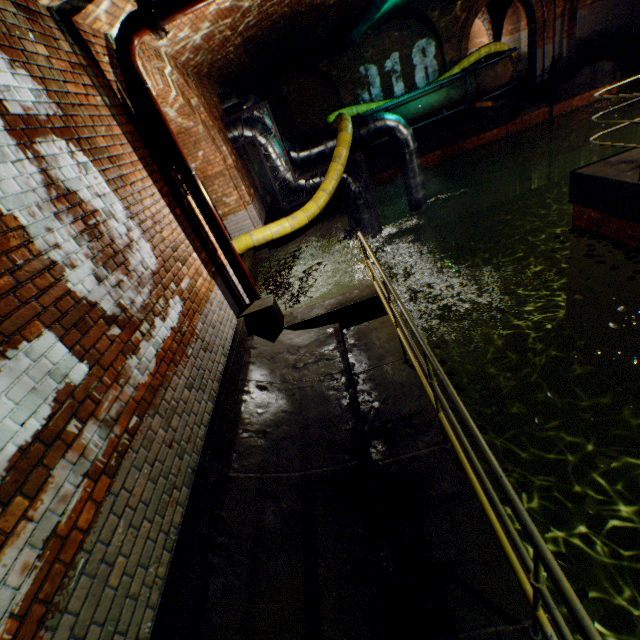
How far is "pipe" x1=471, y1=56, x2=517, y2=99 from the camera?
12.2m

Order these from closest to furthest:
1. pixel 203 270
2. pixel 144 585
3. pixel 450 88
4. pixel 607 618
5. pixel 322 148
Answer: pixel 144 585 → pixel 203 270 → pixel 607 618 → pixel 322 148 → pixel 450 88

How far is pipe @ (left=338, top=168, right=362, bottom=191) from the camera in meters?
9.6

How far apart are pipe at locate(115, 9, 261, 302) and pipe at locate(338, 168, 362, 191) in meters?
5.3 m

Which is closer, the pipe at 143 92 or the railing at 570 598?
the railing at 570 598

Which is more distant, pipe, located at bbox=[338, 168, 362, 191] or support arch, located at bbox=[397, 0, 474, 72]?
support arch, located at bbox=[397, 0, 474, 72]

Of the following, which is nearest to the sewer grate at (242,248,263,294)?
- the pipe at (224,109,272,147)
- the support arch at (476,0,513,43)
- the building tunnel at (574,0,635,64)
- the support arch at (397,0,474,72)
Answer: the pipe at (224,109,272,147)

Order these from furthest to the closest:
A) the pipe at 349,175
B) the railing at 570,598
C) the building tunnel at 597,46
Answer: the building tunnel at 597,46 → the pipe at 349,175 → the railing at 570,598
